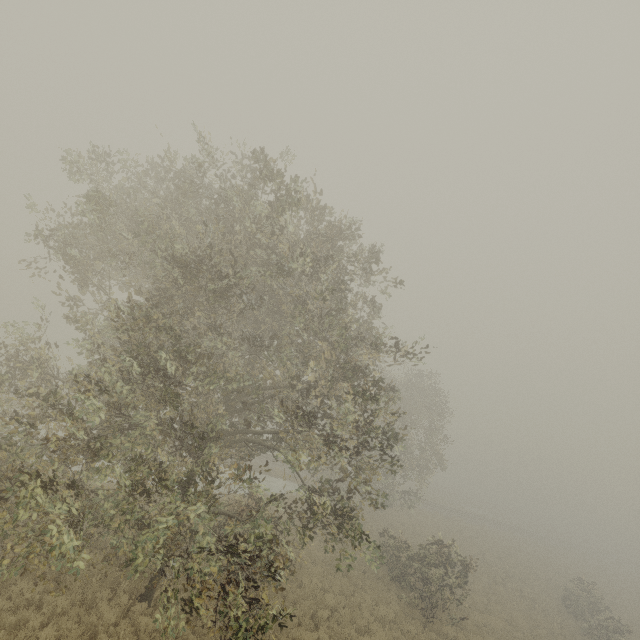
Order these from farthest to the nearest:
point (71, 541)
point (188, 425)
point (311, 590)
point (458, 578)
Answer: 1. point (458, 578)
2. point (311, 590)
3. point (188, 425)
4. point (71, 541)
